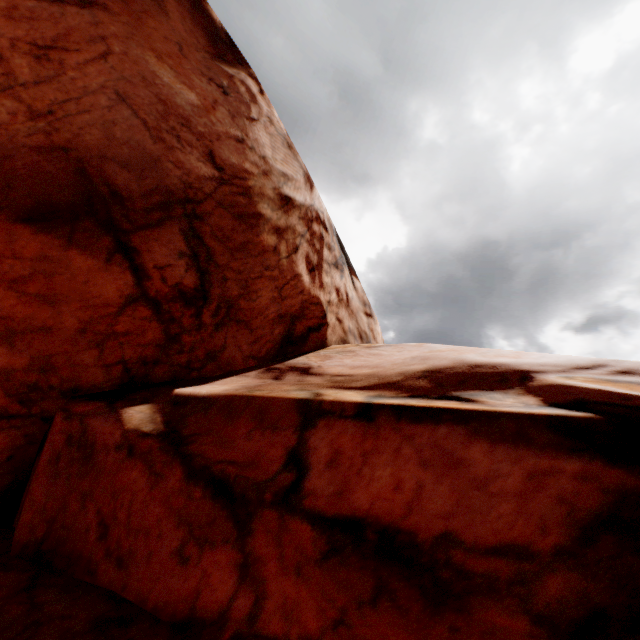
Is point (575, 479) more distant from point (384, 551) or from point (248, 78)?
point (248, 78)
